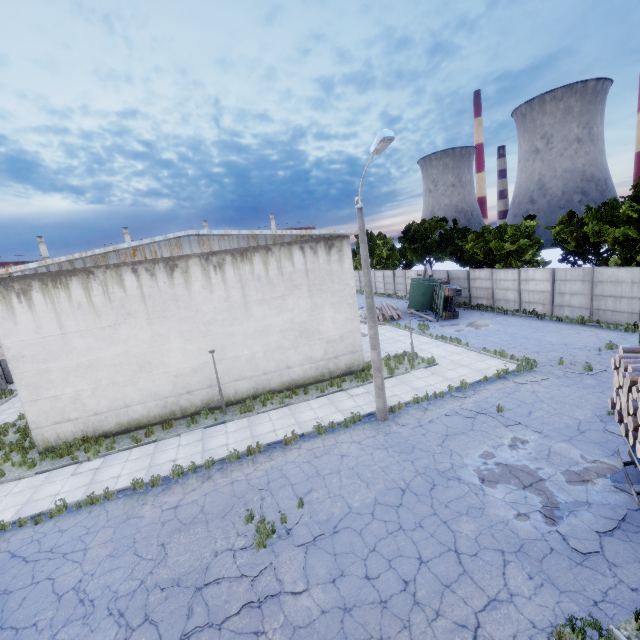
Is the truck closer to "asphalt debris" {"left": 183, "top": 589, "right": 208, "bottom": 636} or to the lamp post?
the lamp post

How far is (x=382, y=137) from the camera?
9.3 meters

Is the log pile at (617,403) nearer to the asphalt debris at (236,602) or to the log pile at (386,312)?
the asphalt debris at (236,602)

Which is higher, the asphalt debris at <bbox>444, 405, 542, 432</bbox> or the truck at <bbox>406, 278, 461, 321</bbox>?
the truck at <bbox>406, 278, 461, 321</bbox>

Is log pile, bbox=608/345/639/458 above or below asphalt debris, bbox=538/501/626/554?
above

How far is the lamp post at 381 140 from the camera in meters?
9.6 m

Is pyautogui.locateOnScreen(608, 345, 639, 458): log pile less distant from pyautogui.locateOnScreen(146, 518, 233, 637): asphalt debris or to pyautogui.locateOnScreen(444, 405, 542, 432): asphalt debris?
pyautogui.locateOnScreen(444, 405, 542, 432): asphalt debris

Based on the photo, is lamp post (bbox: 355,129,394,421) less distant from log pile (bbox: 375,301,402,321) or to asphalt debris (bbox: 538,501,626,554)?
asphalt debris (bbox: 538,501,626,554)
